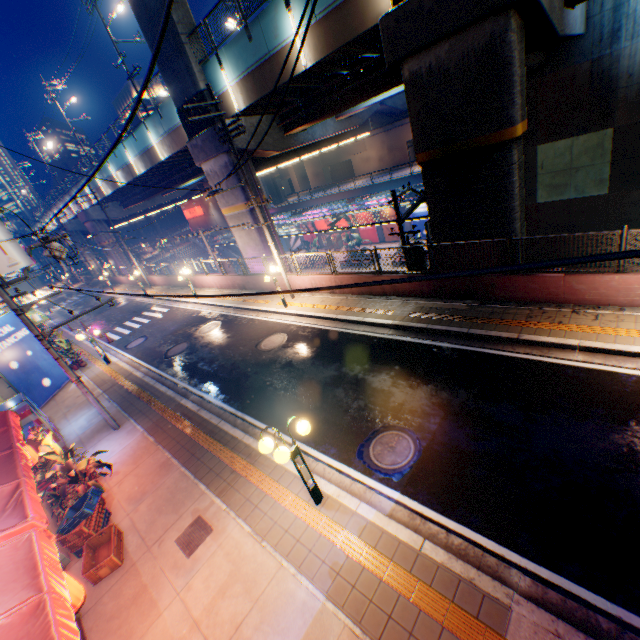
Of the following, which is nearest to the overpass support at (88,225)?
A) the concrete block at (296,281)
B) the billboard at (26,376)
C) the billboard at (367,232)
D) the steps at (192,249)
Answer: the concrete block at (296,281)

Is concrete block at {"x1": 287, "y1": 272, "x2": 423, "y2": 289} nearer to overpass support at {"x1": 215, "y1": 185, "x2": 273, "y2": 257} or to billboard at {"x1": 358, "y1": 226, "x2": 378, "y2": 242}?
overpass support at {"x1": 215, "y1": 185, "x2": 273, "y2": 257}

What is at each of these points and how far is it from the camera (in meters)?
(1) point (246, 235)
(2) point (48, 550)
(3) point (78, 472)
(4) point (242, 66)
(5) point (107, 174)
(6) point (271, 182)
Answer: (1) overpass support, 20.95
(2) awning, 3.81
(3) plants, 8.22
(4) overpass support, 15.03
(5) overpass support, 30.86
(6) overpass support, 59.69

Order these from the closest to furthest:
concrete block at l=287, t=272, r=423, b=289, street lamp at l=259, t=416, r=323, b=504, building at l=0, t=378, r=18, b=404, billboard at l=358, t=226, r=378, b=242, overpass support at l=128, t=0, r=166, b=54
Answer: street lamp at l=259, t=416, r=323, b=504 → concrete block at l=287, t=272, r=423, b=289 → building at l=0, t=378, r=18, b=404 → overpass support at l=128, t=0, r=166, b=54 → billboard at l=358, t=226, r=378, b=242

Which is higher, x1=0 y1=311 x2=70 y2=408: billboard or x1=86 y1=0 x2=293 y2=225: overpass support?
x1=86 y1=0 x2=293 y2=225: overpass support

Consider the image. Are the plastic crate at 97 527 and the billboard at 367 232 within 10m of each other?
no

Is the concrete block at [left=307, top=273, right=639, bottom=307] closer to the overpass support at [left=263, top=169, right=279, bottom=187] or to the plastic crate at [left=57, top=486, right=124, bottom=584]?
the overpass support at [left=263, top=169, right=279, bottom=187]

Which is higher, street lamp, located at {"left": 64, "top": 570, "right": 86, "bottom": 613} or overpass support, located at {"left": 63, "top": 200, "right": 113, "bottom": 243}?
overpass support, located at {"left": 63, "top": 200, "right": 113, "bottom": 243}
